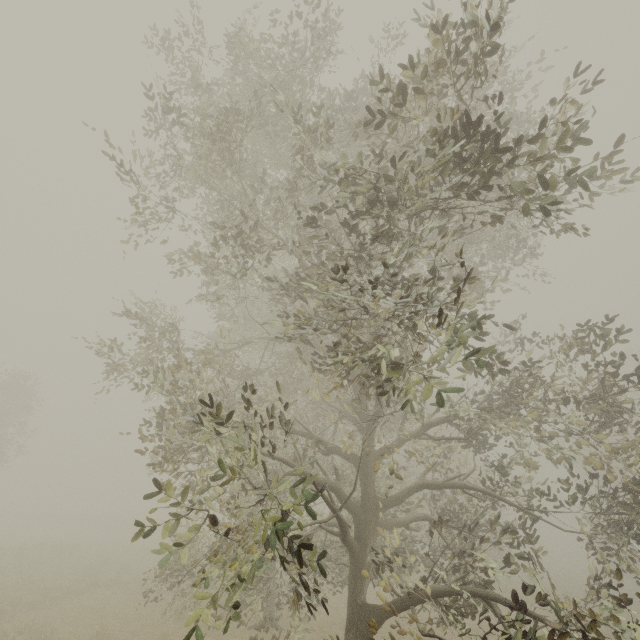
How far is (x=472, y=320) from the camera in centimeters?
327cm
